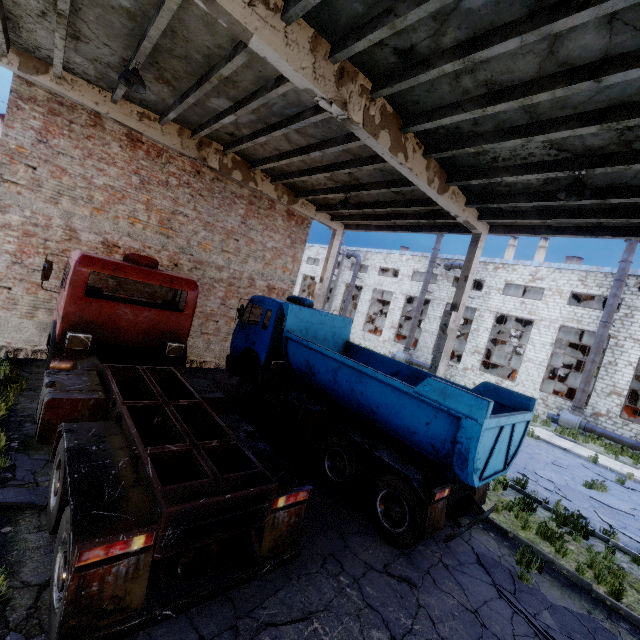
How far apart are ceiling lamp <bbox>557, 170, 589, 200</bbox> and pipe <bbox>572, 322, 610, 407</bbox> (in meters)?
19.42

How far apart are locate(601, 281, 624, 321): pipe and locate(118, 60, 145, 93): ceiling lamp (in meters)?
26.63

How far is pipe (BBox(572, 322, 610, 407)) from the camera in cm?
2078

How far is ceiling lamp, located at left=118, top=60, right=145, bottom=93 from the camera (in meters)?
6.66

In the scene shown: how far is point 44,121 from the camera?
9.0 meters

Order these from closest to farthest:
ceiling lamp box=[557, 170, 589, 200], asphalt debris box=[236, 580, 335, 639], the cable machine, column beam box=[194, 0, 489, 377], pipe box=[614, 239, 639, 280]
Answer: asphalt debris box=[236, 580, 335, 639], column beam box=[194, 0, 489, 377], ceiling lamp box=[557, 170, 589, 200], pipe box=[614, 239, 639, 280], the cable machine

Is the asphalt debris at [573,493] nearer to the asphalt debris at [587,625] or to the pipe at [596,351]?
the asphalt debris at [587,625]

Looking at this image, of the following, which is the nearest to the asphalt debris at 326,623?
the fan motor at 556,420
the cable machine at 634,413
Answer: the fan motor at 556,420
